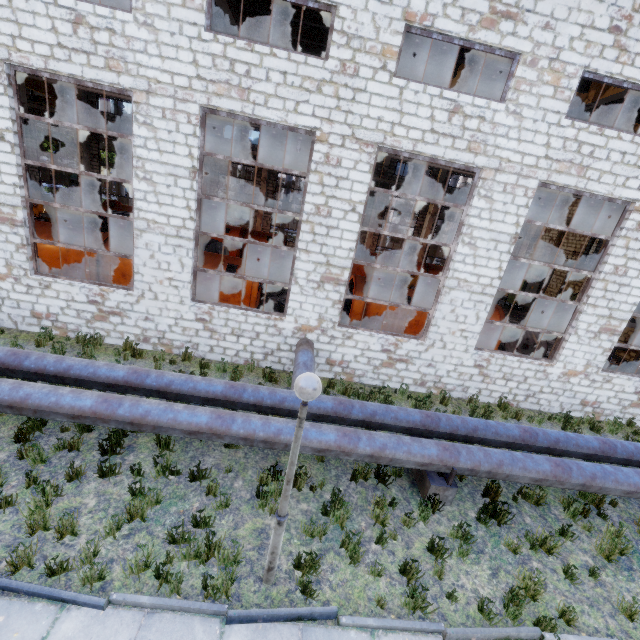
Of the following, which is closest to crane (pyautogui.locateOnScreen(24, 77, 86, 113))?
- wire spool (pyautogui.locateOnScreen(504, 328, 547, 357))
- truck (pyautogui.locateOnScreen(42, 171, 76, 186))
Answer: truck (pyautogui.locateOnScreen(42, 171, 76, 186))

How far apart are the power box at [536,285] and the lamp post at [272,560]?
26.83m

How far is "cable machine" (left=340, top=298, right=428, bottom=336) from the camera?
12.7 meters

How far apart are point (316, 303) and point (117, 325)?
6.1 meters

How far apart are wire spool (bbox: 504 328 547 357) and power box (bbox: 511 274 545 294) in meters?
12.9 m

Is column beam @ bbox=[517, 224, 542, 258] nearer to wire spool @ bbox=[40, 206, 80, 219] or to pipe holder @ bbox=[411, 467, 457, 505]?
pipe holder @ bbox=[411, 467, 457, 505]

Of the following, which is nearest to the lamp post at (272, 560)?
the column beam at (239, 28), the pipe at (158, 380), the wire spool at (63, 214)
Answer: the pipe at (158, 380)

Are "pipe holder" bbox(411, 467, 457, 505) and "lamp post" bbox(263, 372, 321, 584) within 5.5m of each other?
yes
